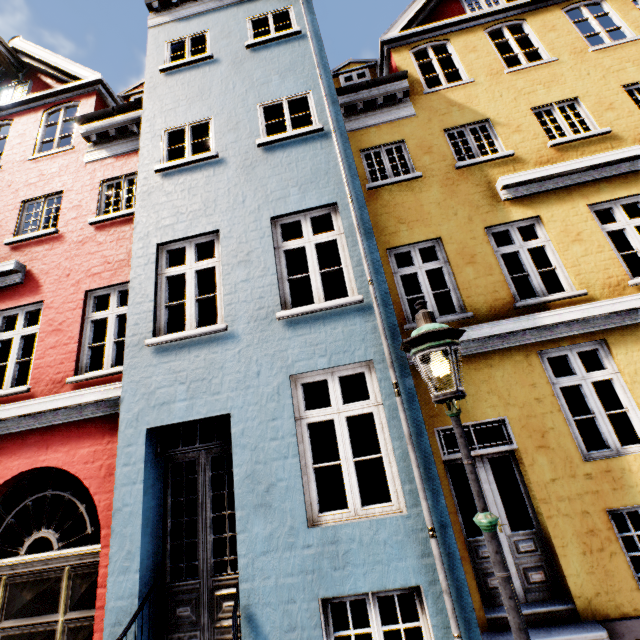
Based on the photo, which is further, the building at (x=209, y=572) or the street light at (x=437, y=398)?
the building at (x=209, y=572)

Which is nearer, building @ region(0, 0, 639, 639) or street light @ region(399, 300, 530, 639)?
street light @ region(399, 300, 530, 639)

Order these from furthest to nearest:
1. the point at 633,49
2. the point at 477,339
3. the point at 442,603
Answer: the point at 633,49 → the point at 477,339 → the point at 442,603
